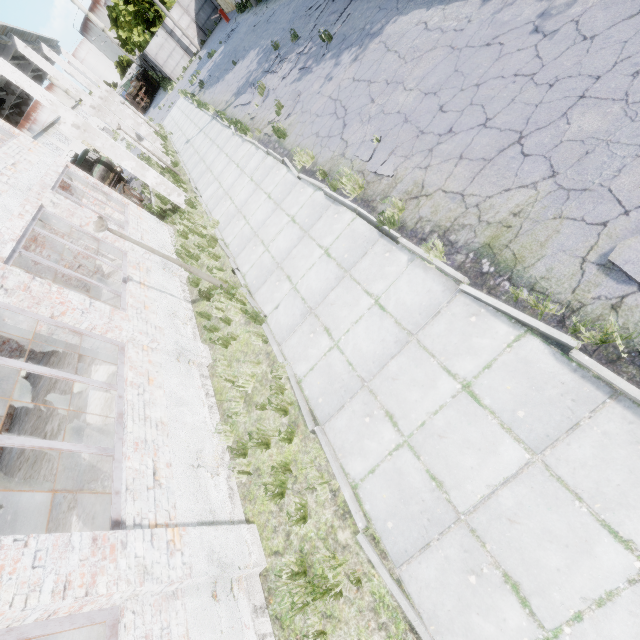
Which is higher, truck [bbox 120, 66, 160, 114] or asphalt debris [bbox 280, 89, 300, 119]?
truck [bbox 120, 66, 160, 114]

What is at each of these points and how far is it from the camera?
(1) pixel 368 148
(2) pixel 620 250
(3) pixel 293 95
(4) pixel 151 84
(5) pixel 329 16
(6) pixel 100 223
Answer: (1) asphalt debris, 7.24m
(2) asphalt debris, 3.41m
(3) asphalt debris, 11.53m
(4) truck, 47.38m
(5) asphalt debris, 12.47m
(6) lamp post, 6.23m

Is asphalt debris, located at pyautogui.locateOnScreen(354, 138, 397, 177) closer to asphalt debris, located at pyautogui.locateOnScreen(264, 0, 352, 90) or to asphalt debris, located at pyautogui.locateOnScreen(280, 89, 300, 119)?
asphalt debris, located at pyautogui.locateOnScreen(280, 89, 300, 119)

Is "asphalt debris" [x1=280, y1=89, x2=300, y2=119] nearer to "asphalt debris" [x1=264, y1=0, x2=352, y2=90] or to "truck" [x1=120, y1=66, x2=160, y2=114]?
"asphalt debris" [x1=264, y1=0, x2=352, y2=90]

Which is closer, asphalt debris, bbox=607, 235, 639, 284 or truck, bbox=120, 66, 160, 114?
asphalt debris, bbox=607, 235, 639, 284

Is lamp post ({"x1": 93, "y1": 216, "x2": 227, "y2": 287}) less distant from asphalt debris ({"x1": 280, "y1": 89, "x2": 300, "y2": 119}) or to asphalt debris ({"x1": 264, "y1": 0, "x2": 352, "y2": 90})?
asphalt debris ({"x1": 280, "y1": 89, "x2": 300, "y2": 119})

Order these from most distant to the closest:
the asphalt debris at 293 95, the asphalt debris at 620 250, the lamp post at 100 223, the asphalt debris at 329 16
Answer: the asphalt debris at 329 16, the asphalt debris at 293 95, the lamp post at 100 223, the asphalt debris at 620 250

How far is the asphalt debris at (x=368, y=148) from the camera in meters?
6.5 m
